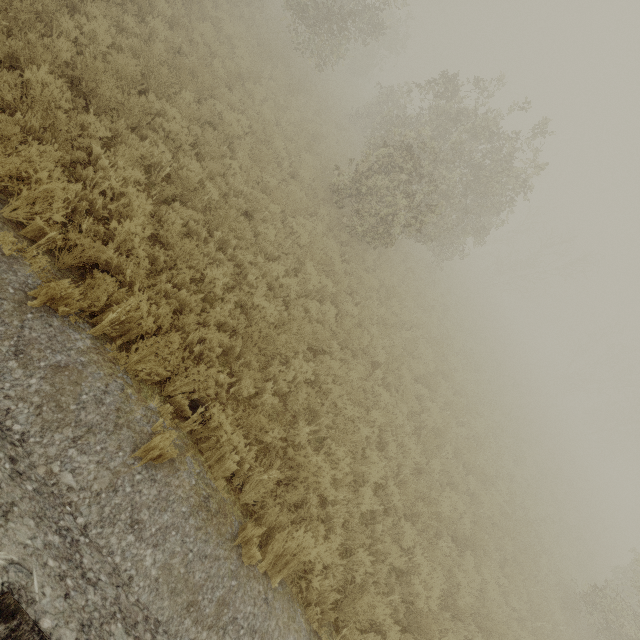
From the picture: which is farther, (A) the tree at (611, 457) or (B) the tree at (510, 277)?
(A) the tree at (611, 457)

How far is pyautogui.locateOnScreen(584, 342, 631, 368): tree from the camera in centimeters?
3927cm

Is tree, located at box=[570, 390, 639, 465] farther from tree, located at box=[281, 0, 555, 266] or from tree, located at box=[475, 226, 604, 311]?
tree, located at box=[281, 0, 555, 266]

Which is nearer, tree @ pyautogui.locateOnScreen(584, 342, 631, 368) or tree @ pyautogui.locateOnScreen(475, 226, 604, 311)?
tree @ pyautogui.locateOnScreen(475, 226, 604, 311)

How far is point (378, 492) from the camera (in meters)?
6.89

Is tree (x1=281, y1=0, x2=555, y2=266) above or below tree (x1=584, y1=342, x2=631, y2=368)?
below
